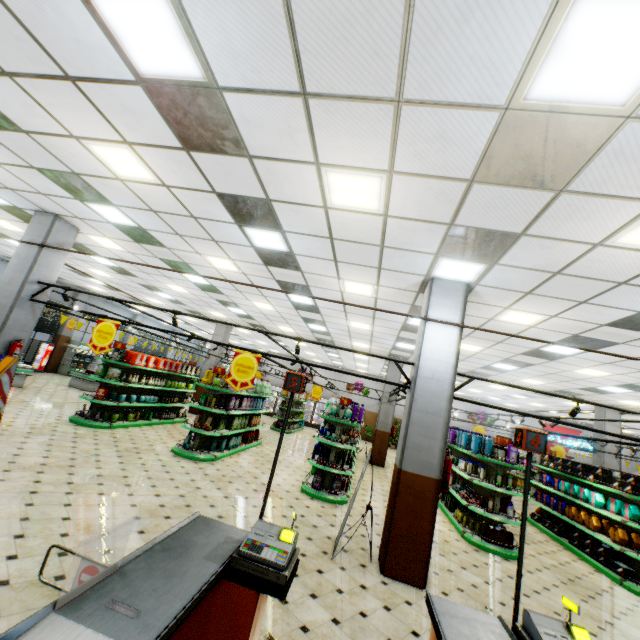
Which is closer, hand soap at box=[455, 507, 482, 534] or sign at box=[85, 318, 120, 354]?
sign at box=[85, 318, 120, 354]

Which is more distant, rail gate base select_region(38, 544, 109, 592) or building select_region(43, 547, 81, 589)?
building select_region(43, 547, 81, 589)

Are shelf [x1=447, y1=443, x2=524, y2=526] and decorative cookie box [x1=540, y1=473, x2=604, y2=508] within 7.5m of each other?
yes

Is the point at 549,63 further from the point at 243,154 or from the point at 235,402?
the point at 235,402

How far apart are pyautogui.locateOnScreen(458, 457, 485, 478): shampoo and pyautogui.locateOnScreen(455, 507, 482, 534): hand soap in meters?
1.1 m

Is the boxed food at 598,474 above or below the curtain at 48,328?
below

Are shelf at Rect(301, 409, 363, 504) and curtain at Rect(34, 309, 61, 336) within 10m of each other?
no

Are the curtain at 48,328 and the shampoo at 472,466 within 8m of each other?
no
